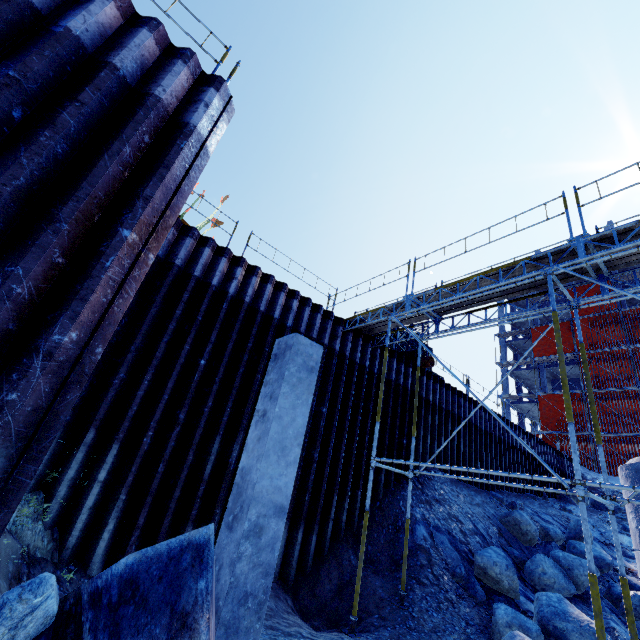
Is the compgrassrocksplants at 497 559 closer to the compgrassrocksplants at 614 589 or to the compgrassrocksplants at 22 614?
the compgrassrocksplants at 614 589

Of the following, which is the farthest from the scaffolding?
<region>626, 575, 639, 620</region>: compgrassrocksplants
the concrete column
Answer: <region>626, 575, 639, 620</region>: compgrassrocksplants

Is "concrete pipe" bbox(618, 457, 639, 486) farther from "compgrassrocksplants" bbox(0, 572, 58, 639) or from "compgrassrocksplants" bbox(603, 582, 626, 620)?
"compgrassrocksplants" bbox(0, 572, 58, 639)

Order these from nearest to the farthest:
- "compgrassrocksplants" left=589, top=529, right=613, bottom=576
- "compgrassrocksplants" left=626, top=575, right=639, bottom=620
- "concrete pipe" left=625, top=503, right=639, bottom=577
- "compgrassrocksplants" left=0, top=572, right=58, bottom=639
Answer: "compgrassrocksplants" left=0, top=572, right=58, bottom=639 → "concrete pipe" left=625, top=503, right=639, bottom=577 → "compgrassrocksplants" left=626, top=575, right=639, bottom=620 → "compgrassrocksplants" left=589, top=529, right=613, bottom=576

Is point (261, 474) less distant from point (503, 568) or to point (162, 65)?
point (162, 65)

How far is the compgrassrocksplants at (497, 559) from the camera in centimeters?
801cm

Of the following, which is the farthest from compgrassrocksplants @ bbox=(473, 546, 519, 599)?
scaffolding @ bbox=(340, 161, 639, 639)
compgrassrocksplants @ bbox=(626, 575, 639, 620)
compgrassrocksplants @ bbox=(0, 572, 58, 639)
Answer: compgrassrocksplants @ bbox=(0, 572, 58, 639)

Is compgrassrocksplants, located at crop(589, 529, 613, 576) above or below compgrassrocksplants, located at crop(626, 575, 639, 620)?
above
